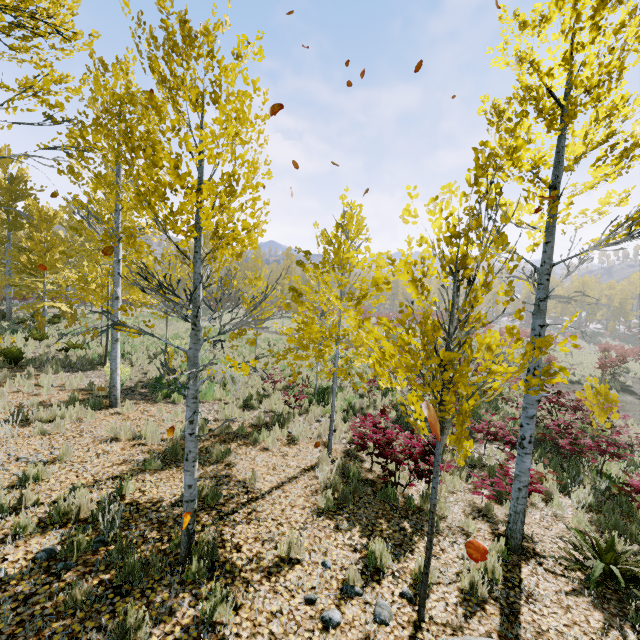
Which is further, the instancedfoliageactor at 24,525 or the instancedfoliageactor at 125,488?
the instancedfoliageactor at 125,488

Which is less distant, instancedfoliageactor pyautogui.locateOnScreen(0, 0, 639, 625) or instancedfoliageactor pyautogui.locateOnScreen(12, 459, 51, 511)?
instancedfoliageactor pyautogui.locateOnScreen(0, 0, 639, 625)

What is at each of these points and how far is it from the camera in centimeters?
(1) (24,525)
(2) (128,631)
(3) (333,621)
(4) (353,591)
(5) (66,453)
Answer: (1) instancedfoliageactor, 409cm
(2) instancedfoliageactor, 296cm
(3) instancedfoliageactor, 346cm
(4) instancedfoliageactor, 391cm
(5) instancedfoliageactor, 595cm

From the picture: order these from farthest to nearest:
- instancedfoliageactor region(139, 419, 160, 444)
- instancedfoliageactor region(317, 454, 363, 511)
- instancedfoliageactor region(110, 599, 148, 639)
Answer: instancedfoliageactor region(139, 419, 160, 444)
instancedfoliageactor region(317, 454, 363, 511)
instancedfoliageactor region(110, 599, 148, 639)

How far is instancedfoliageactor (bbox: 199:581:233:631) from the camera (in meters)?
3.25
